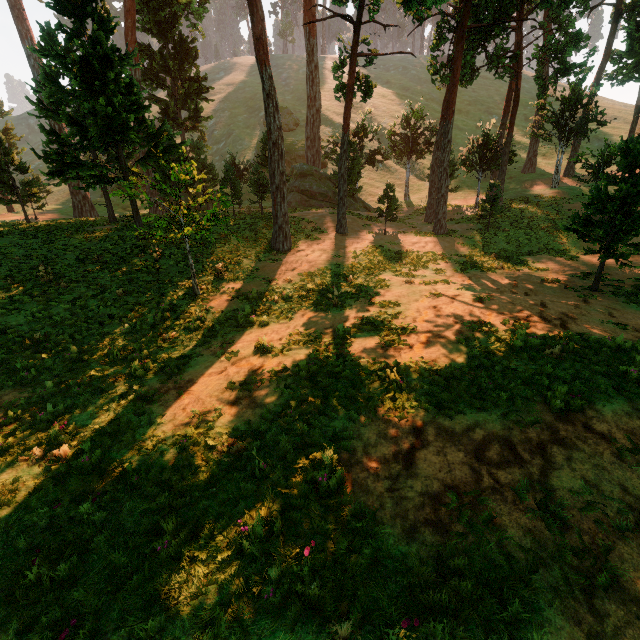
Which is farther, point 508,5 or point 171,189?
point 171,189
